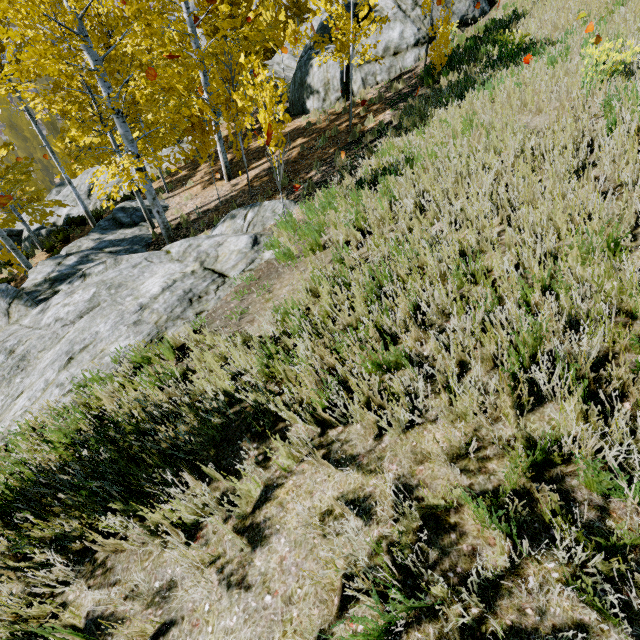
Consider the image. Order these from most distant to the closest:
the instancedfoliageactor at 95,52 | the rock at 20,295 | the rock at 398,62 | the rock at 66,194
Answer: the rock at 66,194
the rock at 398,62
the instancedfoliageactor at 95,52
the rock at 20,295

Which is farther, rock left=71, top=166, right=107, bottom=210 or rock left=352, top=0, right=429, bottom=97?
rock left=71, top=166, right=107, bottom=210

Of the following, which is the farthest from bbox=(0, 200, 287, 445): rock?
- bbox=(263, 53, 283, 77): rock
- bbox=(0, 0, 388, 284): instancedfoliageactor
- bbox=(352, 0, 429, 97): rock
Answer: bbox=(352, 0, 429, 97): rock

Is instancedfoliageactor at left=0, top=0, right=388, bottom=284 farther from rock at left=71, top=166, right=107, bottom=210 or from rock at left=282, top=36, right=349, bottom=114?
rock at left=282, top=36, right=349, bottom=114

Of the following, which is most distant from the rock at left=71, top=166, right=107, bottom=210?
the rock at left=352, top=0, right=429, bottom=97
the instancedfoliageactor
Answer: the rock at left=352, top=0, right=429, bottom=97

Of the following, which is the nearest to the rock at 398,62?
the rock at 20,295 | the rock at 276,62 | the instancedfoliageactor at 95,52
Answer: the instancedfoliageactor at 95,52

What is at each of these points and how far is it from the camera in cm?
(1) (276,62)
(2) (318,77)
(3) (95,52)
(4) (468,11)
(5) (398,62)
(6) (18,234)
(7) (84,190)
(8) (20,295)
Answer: (1) rock, 2573
(2) rock, 1464
(3) instancedfoliageactor, 742
(4) rock, 1462
(5) rock, 1412
(6) rock, 2006
(7) rock, 1942
(8) rock, 789

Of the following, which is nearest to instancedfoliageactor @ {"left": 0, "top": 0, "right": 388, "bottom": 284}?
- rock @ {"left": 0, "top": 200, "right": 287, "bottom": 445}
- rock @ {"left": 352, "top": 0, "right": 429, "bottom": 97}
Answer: rock @ {"left": 0, "top": 200, "right": 287, "bottom": 445}
